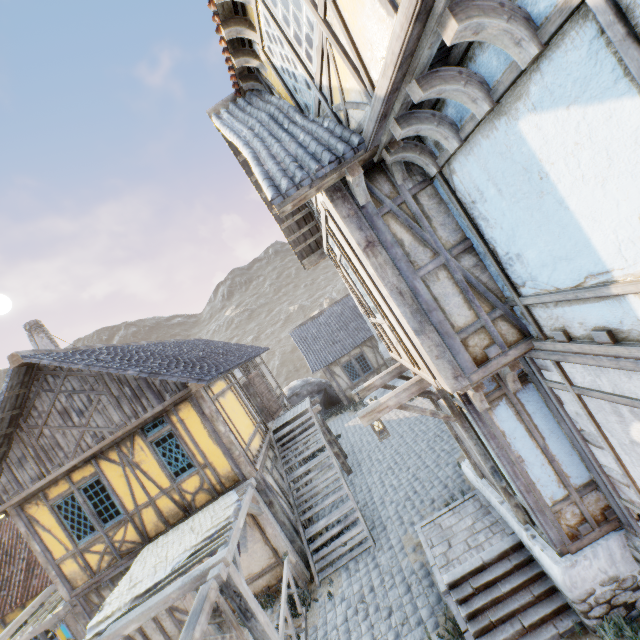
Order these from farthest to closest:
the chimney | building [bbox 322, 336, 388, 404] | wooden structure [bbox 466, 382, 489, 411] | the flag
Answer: building [bbox 322, 336, 388, 404], the chimney, the flag, wooden structure [bbox 466, 382, 489, 411]

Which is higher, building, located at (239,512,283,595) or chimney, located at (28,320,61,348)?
chimney, located at (28,320,61,348)

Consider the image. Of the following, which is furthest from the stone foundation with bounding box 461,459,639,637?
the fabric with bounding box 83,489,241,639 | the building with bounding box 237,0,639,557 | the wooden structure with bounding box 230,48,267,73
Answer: the wooden structure with bounding box 230,48,267,73

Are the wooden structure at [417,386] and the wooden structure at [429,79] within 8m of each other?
yes

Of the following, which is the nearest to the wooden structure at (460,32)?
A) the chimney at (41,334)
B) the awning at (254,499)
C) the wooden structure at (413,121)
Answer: the wooden structure at (413,121)

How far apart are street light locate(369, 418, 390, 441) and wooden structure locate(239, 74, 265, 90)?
5.7 meters

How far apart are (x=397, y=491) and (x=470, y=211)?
8.9m

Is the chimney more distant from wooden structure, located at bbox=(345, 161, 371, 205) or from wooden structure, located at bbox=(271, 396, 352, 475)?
wooden structure, located at bbox=(345, 161, 371, 205)
